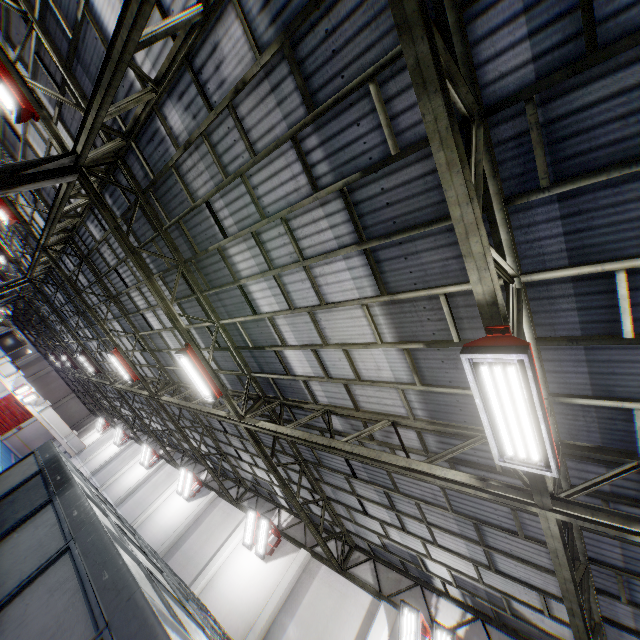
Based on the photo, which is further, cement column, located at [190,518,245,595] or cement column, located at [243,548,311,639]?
cement column, located at [190,518,245,595]

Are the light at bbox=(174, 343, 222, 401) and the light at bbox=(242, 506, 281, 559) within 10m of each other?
yes

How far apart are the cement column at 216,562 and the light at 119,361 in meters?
8.6

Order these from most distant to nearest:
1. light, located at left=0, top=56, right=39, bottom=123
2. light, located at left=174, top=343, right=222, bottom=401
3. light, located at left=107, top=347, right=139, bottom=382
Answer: light, located at left=107, top=347, right=139, bottom=382, light, located at left=174, top=343, right=222, bottom=401, light, located at left=0, top=56, right=39, bottom=123

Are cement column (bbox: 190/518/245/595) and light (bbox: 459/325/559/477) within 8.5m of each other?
no

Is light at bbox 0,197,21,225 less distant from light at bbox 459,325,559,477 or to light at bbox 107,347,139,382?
light at bbox 107,347,139,382

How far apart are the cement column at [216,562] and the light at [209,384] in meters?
10.0 m

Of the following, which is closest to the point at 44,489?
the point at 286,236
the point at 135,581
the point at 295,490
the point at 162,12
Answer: the point at 135,581
